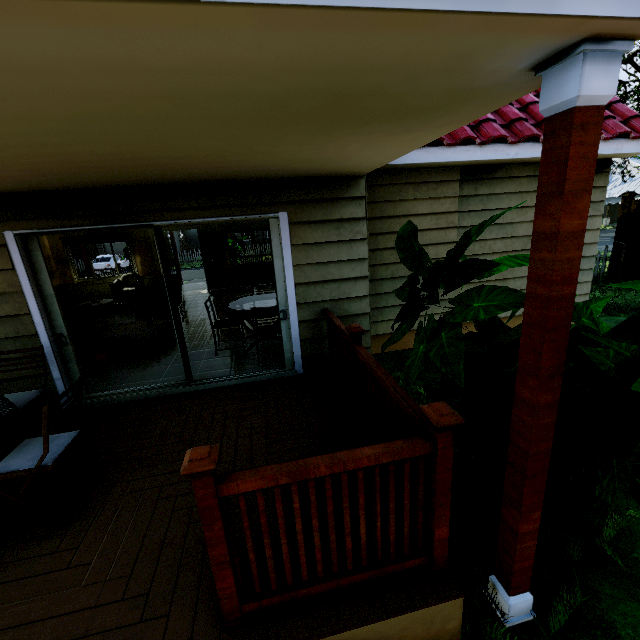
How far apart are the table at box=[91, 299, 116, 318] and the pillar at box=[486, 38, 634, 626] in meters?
9.7

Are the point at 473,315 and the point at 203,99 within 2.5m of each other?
yes

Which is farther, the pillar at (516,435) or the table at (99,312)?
the table at (99,312)

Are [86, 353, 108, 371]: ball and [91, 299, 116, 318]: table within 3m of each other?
no

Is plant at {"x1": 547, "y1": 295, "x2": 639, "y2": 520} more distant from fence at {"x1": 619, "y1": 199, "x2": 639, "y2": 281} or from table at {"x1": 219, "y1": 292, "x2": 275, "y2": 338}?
fence at {"x1": 619, "y1": 199, "x2": 639, "y2": 281}

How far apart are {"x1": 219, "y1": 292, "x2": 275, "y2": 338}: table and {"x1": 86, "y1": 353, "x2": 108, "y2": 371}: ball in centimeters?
189cm

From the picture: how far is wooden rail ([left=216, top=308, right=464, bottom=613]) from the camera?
1.52m

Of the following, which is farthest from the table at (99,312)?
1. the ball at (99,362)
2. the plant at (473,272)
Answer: the plant at (473,272)
